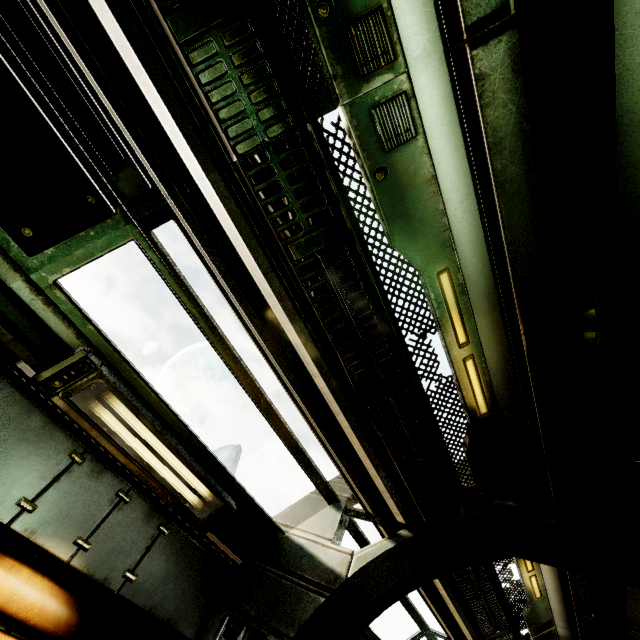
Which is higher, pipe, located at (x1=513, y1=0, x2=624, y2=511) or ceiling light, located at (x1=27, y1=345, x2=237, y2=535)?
pipe, located at (x1=513, y1=0, x2=624, y2=511)

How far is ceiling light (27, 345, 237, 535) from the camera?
2.3 meters

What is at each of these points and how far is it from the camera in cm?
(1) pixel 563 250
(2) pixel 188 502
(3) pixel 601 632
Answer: (1) pipe, 171
(2) ceiling light, 302
(3) pipe, 405

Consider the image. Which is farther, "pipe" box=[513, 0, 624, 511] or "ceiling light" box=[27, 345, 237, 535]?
"ceiling light" box=[27, 345, 237, 535]

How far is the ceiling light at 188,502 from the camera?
2.3 meters

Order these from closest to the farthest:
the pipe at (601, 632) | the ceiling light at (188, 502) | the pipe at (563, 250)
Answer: the pipe at (563, 250), the ceiling light at (188, 502), the pipe at (601, 632)

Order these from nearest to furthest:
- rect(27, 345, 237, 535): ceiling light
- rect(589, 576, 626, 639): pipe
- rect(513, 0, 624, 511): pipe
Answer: rect(513, 0, 624, 511): pipe, rect(27, 345, 237, 535): ceiling light, rect(589, 576, 626, 639): pipe
